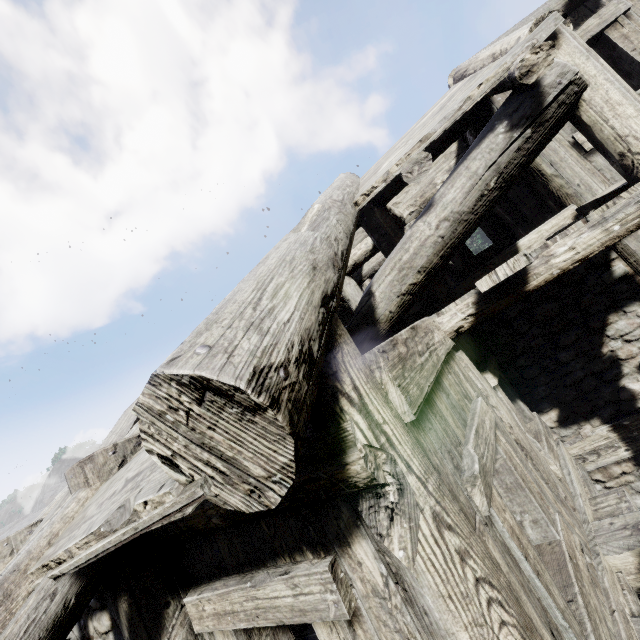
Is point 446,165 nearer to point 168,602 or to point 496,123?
point 496,123
